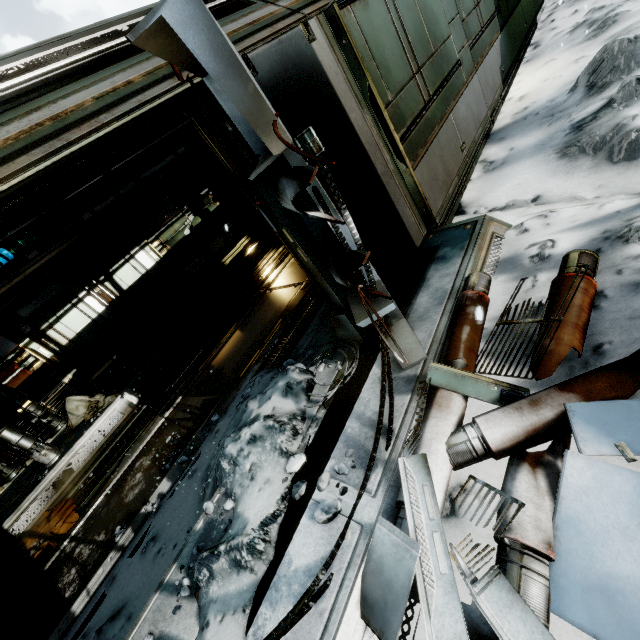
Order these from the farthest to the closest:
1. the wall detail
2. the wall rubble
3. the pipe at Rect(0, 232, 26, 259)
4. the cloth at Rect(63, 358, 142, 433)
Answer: the wall detail < the cloth at Rect(63, 358, 142, 433) < the pipe at Rect(0, 232, 26, 259) < the wall rubble

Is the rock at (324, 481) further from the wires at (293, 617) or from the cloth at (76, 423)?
the cloth at (76, 423)

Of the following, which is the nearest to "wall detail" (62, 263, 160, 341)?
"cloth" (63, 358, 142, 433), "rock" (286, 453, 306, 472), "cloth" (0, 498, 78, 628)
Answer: "cloth" (63, 358, 142, 433)

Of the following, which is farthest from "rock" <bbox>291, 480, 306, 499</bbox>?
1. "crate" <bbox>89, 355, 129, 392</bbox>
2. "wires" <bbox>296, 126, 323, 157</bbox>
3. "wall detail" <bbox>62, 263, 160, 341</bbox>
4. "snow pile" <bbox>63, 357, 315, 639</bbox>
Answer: "wall detail" <bbox>62, 263, 160, 341</bbox>

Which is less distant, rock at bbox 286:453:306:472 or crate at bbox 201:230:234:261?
rock at bbox 286:453:306:472

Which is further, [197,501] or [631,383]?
[197,501]

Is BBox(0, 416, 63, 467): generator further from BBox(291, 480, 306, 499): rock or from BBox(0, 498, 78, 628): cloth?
BBox(291, 480, 306, 499): rock

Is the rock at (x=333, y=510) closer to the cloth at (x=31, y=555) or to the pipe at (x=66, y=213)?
the cloth at (x=31, y=555)
